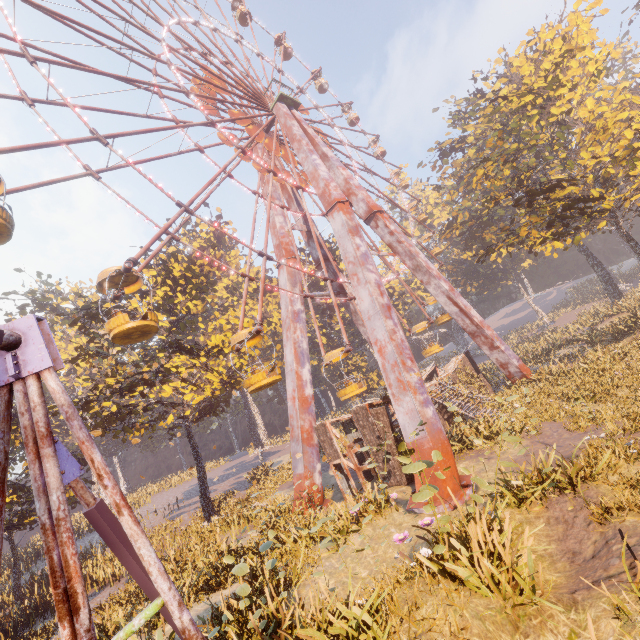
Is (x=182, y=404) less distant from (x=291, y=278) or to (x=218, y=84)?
(x=291, y=278)

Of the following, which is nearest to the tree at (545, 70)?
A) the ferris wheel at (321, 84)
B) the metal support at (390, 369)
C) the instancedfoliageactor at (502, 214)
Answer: the instancedfoliageactor at (502, 214)

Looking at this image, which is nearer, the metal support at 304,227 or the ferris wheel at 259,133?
the ferris wheel at 259,133

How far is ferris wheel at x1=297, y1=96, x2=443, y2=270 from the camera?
30.84m

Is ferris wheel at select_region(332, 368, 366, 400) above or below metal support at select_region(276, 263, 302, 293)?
below

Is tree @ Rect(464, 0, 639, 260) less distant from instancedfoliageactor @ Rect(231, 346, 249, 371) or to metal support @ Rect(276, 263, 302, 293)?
metal support @ Rect(276, 263, 302, 293)

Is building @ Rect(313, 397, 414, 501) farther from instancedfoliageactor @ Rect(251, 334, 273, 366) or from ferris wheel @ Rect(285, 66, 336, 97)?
ferris wheel @ Rect(285, 66, 336, 97)

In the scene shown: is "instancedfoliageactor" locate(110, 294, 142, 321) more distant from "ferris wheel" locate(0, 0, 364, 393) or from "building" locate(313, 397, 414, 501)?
"ferris wheel" locate(0, 0, 364, 393)
